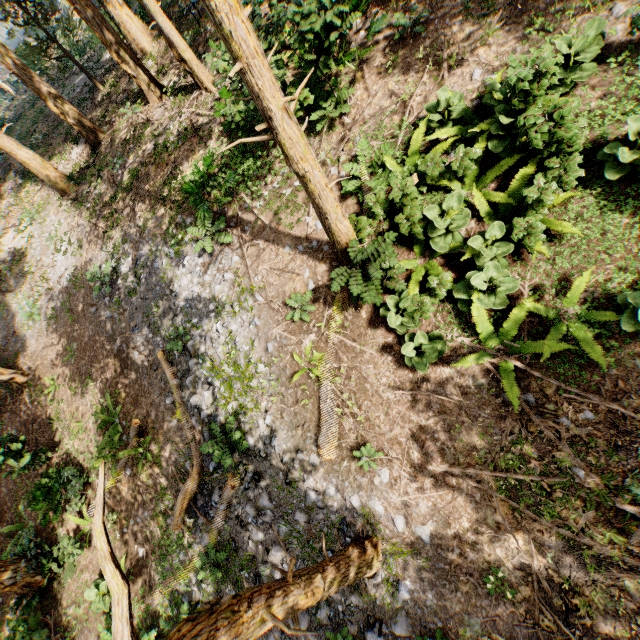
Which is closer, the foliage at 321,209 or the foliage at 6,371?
the foliage at 321,209

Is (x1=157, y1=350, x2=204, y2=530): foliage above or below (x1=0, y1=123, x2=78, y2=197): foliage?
below

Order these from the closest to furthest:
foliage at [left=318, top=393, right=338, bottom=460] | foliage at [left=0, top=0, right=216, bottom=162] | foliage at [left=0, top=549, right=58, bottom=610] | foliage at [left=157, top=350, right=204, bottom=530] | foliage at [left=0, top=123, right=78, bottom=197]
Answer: foliage at [left=318, top=393, right=338, bottom=460]
foliage at [left=157, top=350, right=204, bottom=530]
foliage at [left=0, top=549, right=58, bottom=610]
foliage at [left=0, top=0, right=216, bottom=162]
foliage at [left=0, top=123, right=78, bottom=197]

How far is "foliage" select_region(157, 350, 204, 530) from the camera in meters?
8.9

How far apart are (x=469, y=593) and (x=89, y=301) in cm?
1658

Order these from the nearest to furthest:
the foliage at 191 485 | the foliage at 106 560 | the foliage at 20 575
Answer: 1. the foliage at 106 560
2. the foliage at 191 485
3. the foliage at 20 575

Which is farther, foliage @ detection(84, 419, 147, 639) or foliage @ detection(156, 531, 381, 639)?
foliage @ detection(156, 531, 381, 639)
